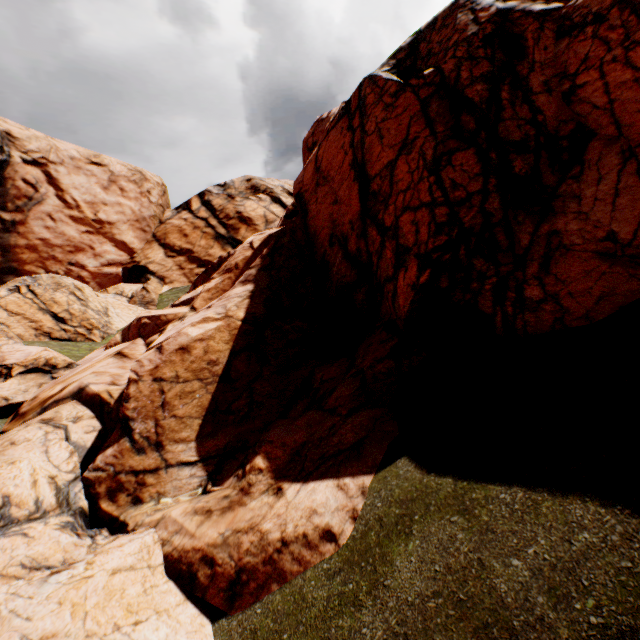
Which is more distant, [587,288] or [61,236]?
[61,236]
